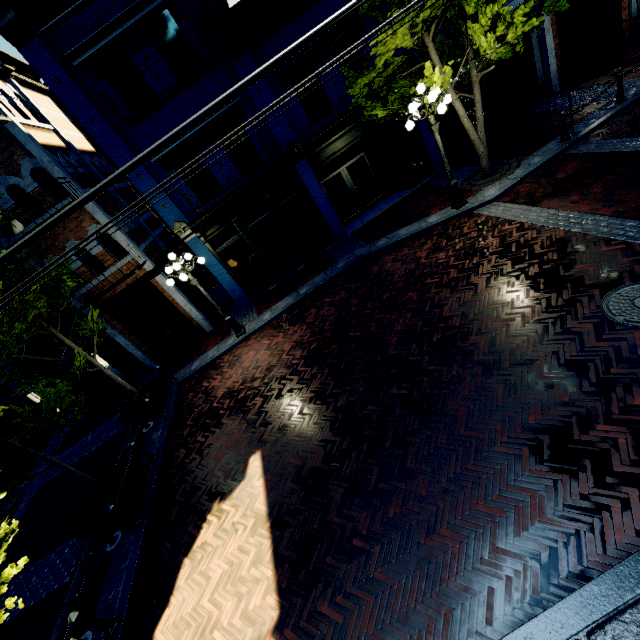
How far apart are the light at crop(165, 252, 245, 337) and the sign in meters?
11.8

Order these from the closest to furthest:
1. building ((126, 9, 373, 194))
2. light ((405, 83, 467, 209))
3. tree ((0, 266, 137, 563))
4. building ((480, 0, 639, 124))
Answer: tree ((0, 266, 137, 563)) < light ((405, 83, 467, 209)) < building ((126, 9, 373, 194)) < building ((480, 0, 639, 124))

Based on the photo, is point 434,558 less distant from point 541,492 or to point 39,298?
point 541,492

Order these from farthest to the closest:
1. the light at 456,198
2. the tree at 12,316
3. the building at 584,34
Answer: the building at 584,34
the light at 456,198
the tree at 12,316

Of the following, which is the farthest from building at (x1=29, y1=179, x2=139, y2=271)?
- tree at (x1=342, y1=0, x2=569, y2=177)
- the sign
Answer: the sign

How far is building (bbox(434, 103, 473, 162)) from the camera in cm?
1292

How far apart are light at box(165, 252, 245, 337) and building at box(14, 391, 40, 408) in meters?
11.6

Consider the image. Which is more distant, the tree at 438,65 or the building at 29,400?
the building at 29,400
